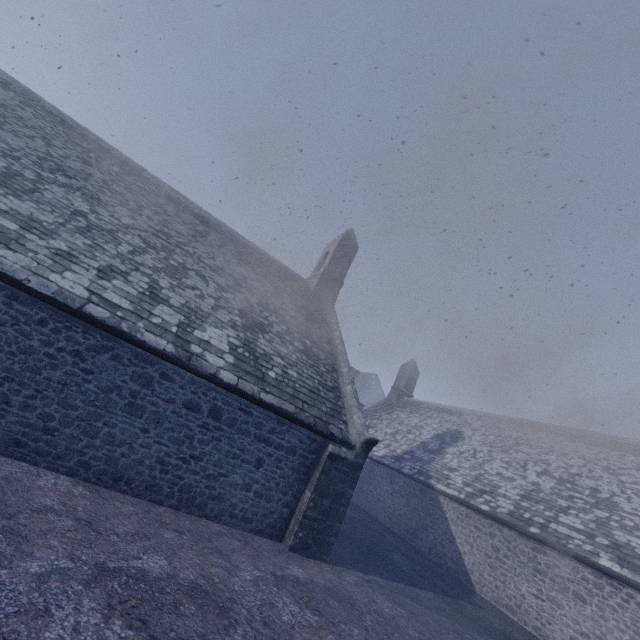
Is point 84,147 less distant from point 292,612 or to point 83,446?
point 83,446
